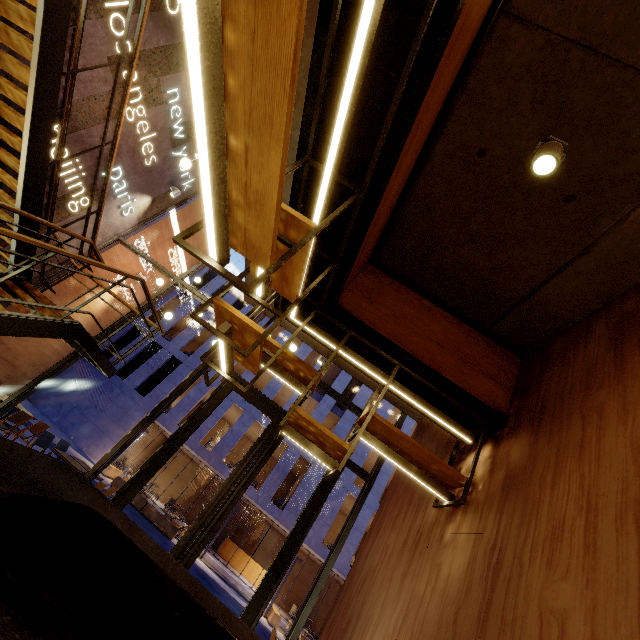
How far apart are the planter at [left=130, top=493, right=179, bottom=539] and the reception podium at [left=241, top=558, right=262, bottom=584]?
9.30m

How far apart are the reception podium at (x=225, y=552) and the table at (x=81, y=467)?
20.5 meters

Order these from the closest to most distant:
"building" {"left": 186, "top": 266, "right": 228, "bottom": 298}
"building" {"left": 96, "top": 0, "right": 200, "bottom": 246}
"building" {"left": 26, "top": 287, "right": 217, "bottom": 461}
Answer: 1. "building" {"left": 96, "top": 0, "right": 200, "bottom": 246}
2. "building" {"left": 26, "top": 287, "right": 217, "bottom": 461}
3. "building" {"left": 186, "top": 266, "right": 228, "bottom": 298}

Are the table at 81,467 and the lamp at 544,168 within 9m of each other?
yes

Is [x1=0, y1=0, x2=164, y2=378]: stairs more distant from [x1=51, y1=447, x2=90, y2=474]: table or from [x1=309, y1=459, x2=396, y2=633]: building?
[x1=309, y1=459, x2=396, y2=633]: building

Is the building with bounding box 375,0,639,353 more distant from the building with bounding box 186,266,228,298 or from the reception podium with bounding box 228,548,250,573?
the reception podium with bounding box 228,548,250,573

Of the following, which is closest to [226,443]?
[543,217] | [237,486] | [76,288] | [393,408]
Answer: [393,408]

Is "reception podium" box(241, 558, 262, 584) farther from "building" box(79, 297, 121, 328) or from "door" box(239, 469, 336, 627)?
"door" box(239, 469, 336, 627)
